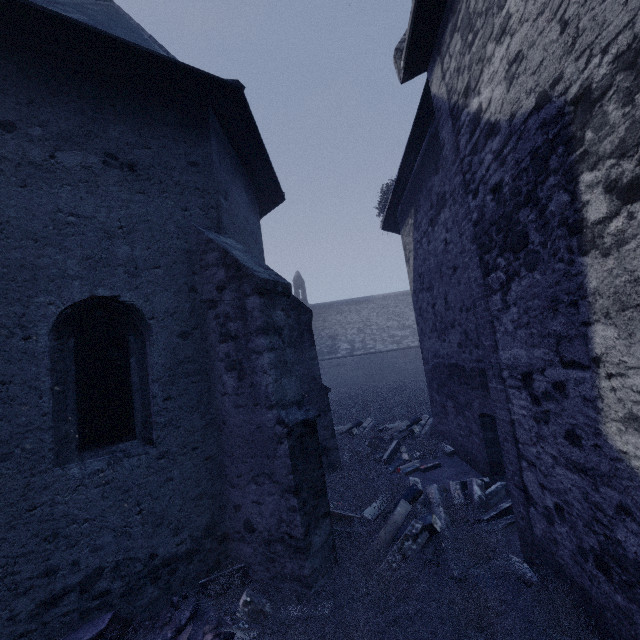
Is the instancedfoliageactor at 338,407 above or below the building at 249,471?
below

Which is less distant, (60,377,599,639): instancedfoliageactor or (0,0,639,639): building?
(0,0,639,639): building

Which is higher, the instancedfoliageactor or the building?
the building

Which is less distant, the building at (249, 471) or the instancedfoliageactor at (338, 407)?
the building at (249, 471)

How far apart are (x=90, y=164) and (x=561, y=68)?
5.1m
